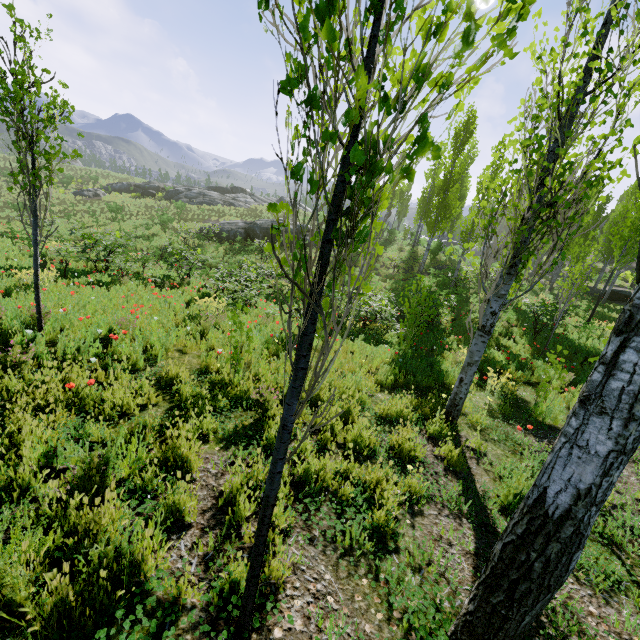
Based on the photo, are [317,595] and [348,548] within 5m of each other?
yes

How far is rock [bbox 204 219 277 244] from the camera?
27.0m

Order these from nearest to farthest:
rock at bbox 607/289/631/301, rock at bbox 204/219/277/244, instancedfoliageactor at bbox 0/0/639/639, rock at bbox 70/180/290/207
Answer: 1. instancedfoliageactor at bbox 0/0/639/639
2. rock at bbox 607/289/631/301
3. rock at bbox 204/219/277/244
4. rock at bbox 70/180/290/207

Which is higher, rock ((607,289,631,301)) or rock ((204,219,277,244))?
rock ((607,289,631,301))

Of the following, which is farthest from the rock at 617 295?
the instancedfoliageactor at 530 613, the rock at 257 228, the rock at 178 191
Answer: the rock at 178 191

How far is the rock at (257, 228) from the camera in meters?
27.0

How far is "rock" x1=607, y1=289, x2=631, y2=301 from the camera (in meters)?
22.14

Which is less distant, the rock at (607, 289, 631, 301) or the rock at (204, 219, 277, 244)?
the rock at (607, 289, 631, 301)
